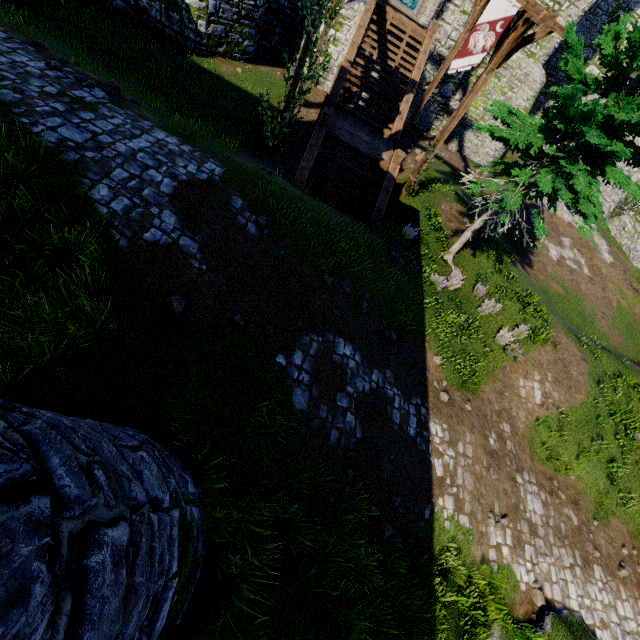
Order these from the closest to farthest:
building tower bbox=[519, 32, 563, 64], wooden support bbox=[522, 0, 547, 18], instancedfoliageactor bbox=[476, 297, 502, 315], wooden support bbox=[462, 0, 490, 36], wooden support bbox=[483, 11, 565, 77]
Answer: wooden support bbox=[522, 0, 547, 18] → wooden support bbox=[483, 11, 565, 77] → instancedfoliageactor bbox=[476, 297, 502, 315] → wooden support bbox=[462, 0, 490, 36] → building tower bbox=[519, 32, 563, 64]

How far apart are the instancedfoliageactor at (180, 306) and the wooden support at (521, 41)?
11.8 meters

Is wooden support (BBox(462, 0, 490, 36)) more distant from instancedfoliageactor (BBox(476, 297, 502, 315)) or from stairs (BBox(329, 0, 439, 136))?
instancedfoliageactor (BBox(476, 297, 502, 315))

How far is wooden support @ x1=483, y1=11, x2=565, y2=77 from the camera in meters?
9.4

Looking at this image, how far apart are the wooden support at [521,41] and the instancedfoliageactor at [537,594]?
14.79m

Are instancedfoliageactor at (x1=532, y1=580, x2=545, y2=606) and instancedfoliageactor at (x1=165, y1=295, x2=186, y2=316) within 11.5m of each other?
yes

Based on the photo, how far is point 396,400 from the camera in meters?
8.4

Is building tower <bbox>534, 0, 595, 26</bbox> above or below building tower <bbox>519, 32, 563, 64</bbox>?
above
